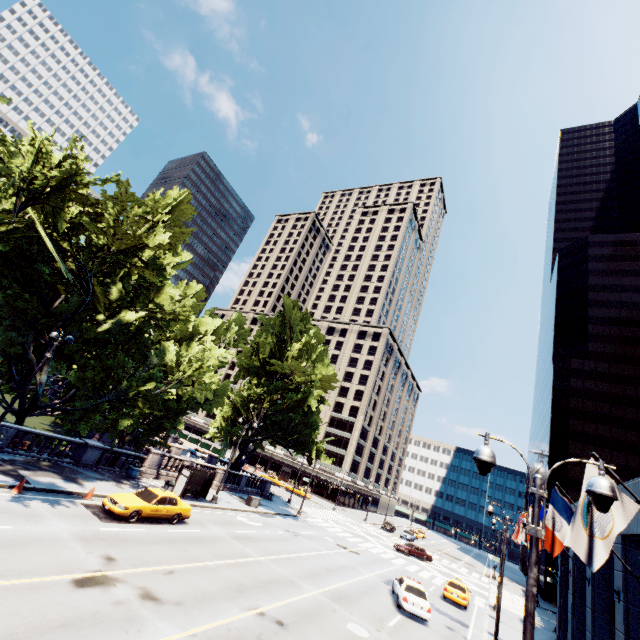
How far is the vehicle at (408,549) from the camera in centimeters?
4041cm

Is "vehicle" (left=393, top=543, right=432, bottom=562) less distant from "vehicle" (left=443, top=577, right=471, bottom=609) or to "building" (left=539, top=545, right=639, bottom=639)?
"vehicle" (left=443, top=577, right=471, bottom=609)

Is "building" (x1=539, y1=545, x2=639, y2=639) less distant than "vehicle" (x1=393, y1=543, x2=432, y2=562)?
Yes

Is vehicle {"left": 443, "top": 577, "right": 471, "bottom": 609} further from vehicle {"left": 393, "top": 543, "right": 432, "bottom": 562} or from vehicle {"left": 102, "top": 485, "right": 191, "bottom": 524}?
vehicle {"left": 102, "top": 485, "right": 191, "bottom": 524}

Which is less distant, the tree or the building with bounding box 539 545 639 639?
the building with bounding box 539 545 639 639

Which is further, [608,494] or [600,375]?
[600,375]

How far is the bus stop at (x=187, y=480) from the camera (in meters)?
24.89

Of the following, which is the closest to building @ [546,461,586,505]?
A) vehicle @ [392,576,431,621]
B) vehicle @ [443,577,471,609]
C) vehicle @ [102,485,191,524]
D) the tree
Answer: vehicle @ [443,577,471,609]
